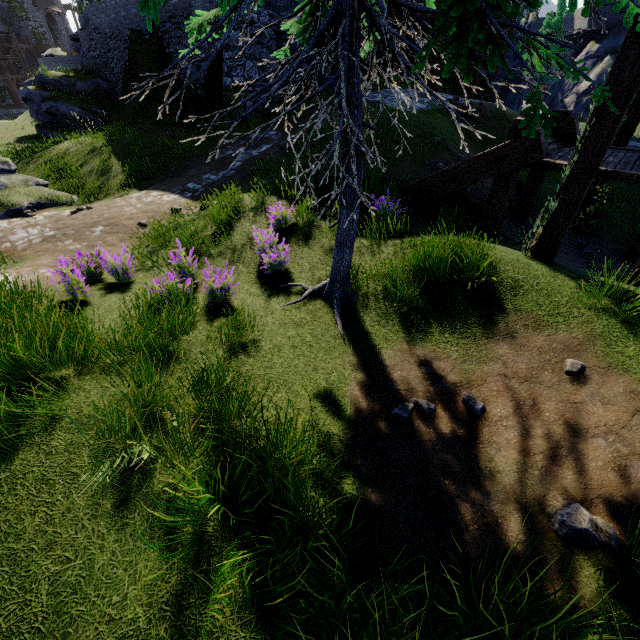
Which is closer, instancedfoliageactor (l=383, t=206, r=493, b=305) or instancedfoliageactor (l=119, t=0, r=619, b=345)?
instancedfoliageactor (l=119, t=0, r=619, b=345)

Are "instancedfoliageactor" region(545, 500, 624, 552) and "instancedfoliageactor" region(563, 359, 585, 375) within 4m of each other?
yes

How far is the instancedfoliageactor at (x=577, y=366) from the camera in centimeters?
350cm

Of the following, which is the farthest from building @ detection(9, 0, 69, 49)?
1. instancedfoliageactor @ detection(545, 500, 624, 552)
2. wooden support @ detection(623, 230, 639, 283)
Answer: instancedfoliageactor @ detection(545, 500, 624, 552)

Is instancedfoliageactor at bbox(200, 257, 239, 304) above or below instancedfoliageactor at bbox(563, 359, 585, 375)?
below

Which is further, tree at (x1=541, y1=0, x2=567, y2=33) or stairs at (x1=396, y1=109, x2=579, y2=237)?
tree at (x1=541, y1=0, x2=567, y2=33)

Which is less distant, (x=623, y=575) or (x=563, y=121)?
(x=623, y=575)

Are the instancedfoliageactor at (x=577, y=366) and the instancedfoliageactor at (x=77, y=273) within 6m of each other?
no
